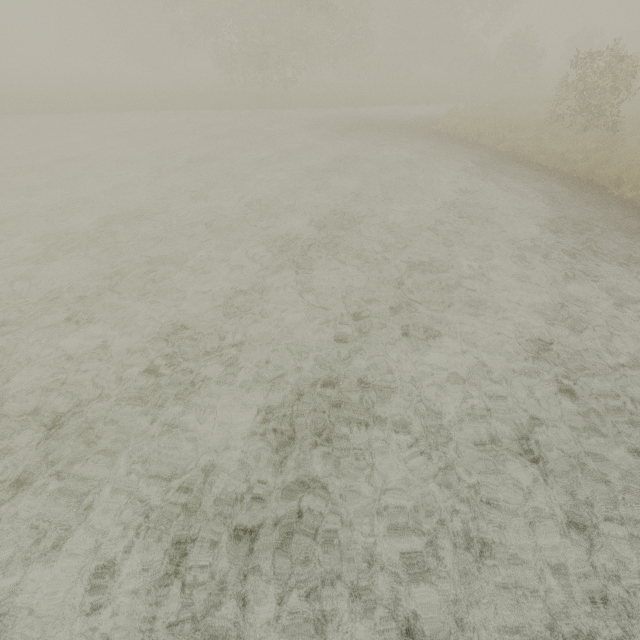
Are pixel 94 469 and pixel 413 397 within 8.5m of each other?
yes
